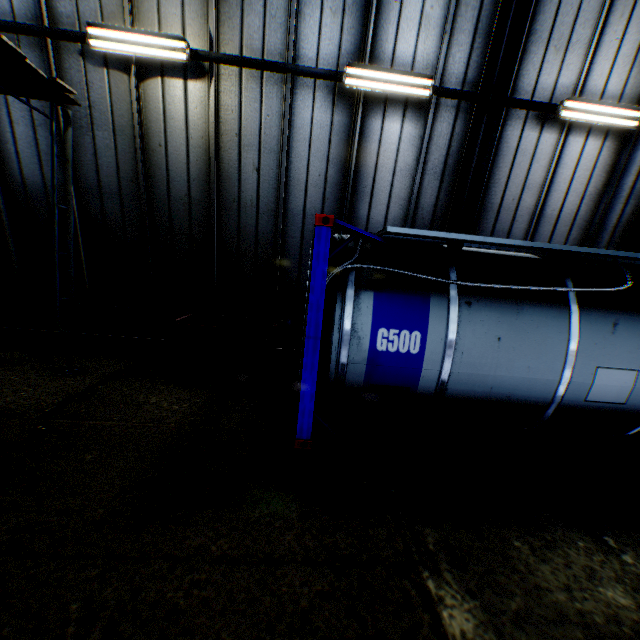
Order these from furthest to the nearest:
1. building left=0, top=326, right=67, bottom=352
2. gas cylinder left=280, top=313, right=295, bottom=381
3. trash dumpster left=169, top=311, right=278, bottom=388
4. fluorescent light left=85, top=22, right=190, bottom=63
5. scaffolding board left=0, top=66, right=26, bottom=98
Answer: building left=0, top=326, right=67, bottom=352 < gas cylinder left=280, top=313, right=295, bottom=381 < trash dumpster left=169, top=311, right=278, bottom=388 < fluorescent light left=85, top=22, right=190, bottom=63 < scaffolding board left=0, top=66, right=26, bottom=98

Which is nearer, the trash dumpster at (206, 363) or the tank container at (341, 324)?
the tank container at (341, 324)

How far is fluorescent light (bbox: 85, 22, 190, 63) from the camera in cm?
540

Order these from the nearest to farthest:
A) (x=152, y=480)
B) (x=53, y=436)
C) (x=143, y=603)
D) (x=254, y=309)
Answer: (x=143, y=603) < (x=152, y=480) < (x=53, y=436) < (x=254, y=309)

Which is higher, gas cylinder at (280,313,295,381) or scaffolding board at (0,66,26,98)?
scaffolding board at (0,66,26,98)

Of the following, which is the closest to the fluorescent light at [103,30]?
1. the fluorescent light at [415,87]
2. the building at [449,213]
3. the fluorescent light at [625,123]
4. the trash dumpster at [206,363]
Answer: the building at [449,213]

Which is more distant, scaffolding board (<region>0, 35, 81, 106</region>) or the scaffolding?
the scaffolding

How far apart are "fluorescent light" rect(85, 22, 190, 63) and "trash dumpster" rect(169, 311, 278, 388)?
4.5 meters
